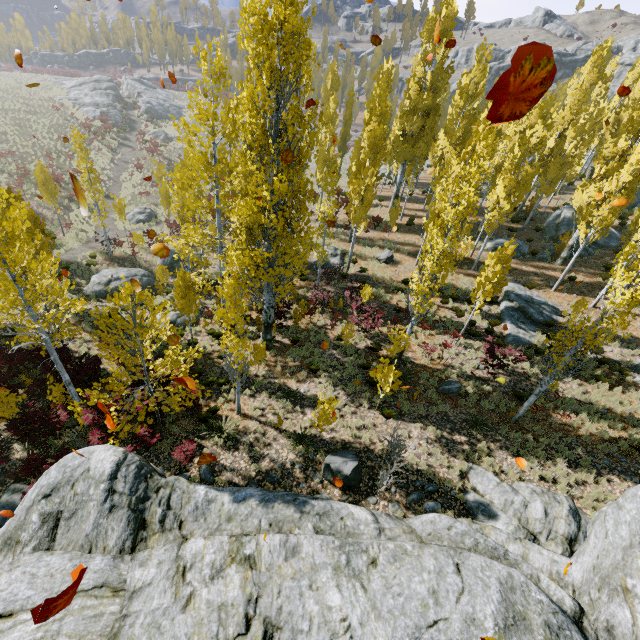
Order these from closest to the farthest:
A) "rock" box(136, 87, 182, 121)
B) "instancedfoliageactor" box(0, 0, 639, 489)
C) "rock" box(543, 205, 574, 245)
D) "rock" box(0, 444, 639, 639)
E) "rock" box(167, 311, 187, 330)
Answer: "rock" box(0, 444, 639, 639), "instancedfoliageactor" box(0, 0, 639, 489), "rock" box(167, 311, 187, 330), "rock" box(543, 205, 574, 245), "rock" box(136, 87, 182, 121)

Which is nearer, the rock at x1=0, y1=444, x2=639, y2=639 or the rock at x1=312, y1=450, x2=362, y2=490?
the rock at x1=0, y1=444, x2=639, y2=639

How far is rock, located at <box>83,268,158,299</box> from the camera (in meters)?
20.23

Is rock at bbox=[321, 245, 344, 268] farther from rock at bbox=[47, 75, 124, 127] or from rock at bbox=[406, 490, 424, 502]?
rock at bbox=[47, 75, 124, 127]

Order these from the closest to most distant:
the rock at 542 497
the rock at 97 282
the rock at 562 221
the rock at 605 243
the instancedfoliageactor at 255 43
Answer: the rock at 542 497 → the instancedfoliageactor at 255 43 → the rock at 97 282 → the rock at 605 243 → the rock at 562 221

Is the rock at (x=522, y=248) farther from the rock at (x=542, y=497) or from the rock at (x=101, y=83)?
the rock at (x=101, y=83)

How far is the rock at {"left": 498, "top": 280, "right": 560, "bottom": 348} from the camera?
18.1 meters

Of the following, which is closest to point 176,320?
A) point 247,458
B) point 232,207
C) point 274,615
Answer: point 232,207
